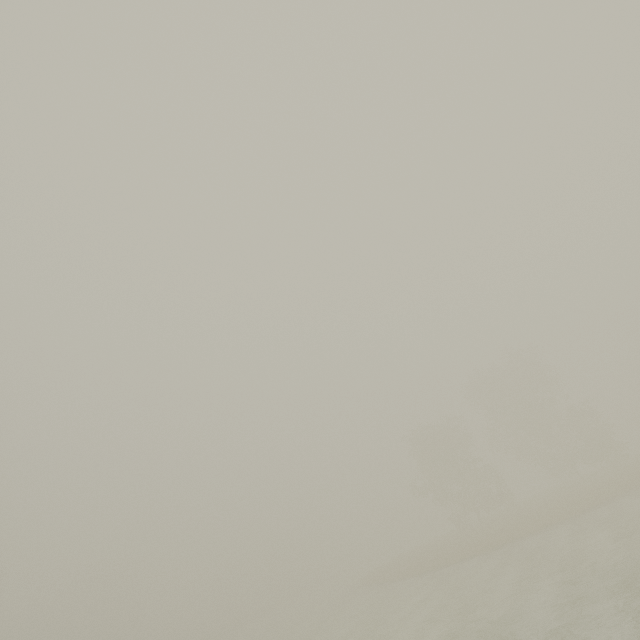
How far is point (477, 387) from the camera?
45.06m
